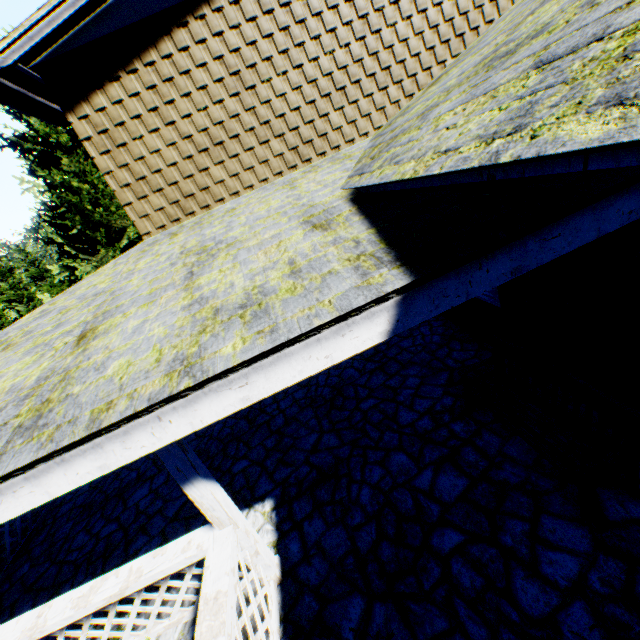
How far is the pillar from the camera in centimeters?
289cm

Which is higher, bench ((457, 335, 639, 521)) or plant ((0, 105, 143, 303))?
plant ((0, 105, 143, 303))

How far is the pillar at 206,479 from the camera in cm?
289

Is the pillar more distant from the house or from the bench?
the bench

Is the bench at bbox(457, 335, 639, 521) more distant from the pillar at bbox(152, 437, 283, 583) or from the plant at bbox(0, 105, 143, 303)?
the plant at bbox(0, 105, 143, 303)

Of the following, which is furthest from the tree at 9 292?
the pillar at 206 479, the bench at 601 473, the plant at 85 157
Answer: the bench at 601 473

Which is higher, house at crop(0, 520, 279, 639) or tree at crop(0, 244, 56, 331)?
tree at crop(0, 244, 56, 331)

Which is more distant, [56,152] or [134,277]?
[56,152]
